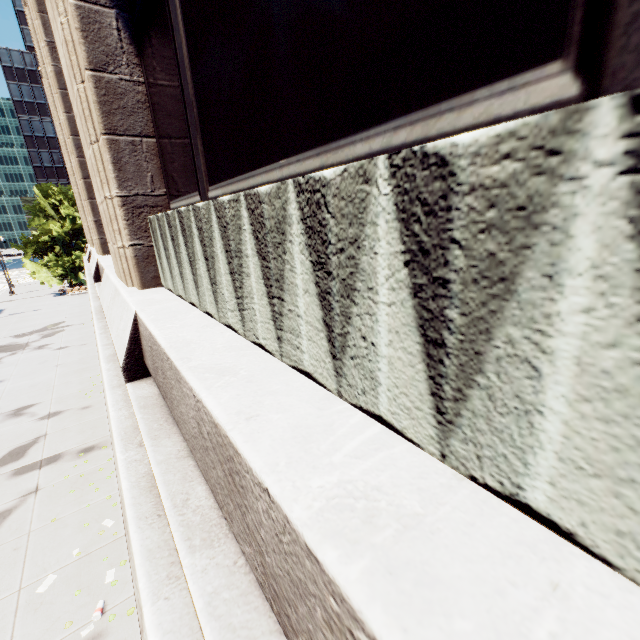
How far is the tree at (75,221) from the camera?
38.0 meters

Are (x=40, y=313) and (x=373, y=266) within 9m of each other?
no

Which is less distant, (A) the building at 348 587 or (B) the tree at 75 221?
(A) the building at 348 587

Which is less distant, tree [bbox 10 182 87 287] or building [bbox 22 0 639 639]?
building [bbox 22 0 639 639]

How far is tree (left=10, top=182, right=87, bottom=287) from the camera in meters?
38.0 m
